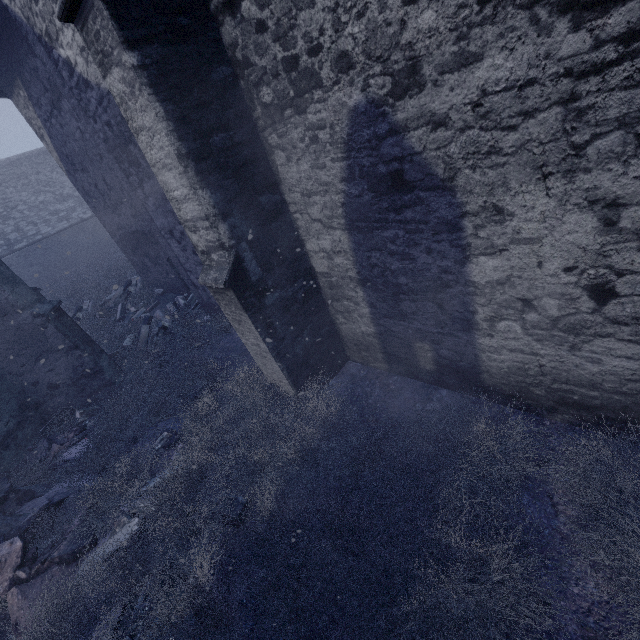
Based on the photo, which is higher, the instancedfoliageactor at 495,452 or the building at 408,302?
the building at 408,302

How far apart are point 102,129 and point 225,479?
6.2m

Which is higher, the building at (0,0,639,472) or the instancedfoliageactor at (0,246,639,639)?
the building at (0,0,639,472)
